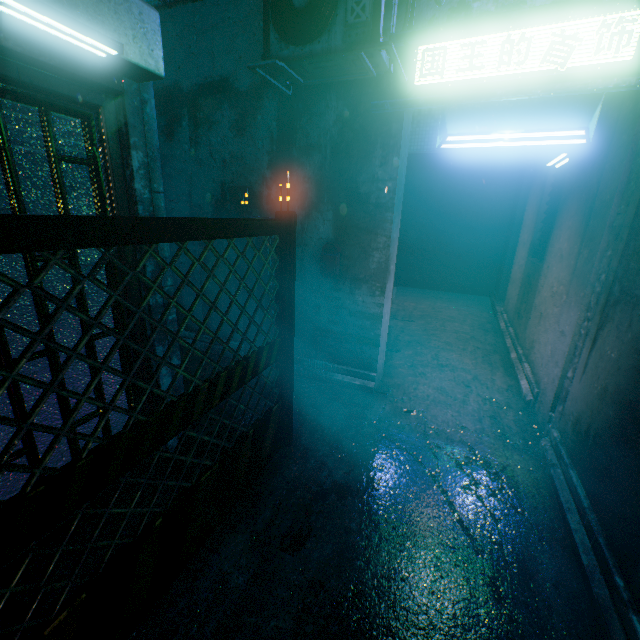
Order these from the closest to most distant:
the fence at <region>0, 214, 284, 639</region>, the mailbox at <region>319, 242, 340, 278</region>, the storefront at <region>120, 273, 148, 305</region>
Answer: the fence at <region>0, 214, 284, 639</region> < the storefront at <region>120, 273, 148, 305</region> < the mailbox at <region>319, 242, 340, 278</region>

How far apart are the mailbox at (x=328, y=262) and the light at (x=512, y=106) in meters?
1.2 m

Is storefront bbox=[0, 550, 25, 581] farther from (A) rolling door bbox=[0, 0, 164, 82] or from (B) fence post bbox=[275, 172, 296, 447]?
(B) fence post bbox=[275, 172, 296, 447]

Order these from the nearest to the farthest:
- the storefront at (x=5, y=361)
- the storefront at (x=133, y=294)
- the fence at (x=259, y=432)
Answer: the fence at (x=259, y=432) < the storefront at (x=5, y=361) < the storefront at (x=133, y=294)

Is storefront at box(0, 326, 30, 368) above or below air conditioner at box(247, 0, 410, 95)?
below

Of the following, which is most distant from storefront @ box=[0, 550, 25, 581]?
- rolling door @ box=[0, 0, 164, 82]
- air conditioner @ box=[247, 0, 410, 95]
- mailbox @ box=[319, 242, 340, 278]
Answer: mailbox @ box=[319, 242, 340, 278]

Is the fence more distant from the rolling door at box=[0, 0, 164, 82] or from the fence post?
the rolling door at box=[0, 0, 164, 82]

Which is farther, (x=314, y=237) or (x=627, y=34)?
(x=314, y=237)
